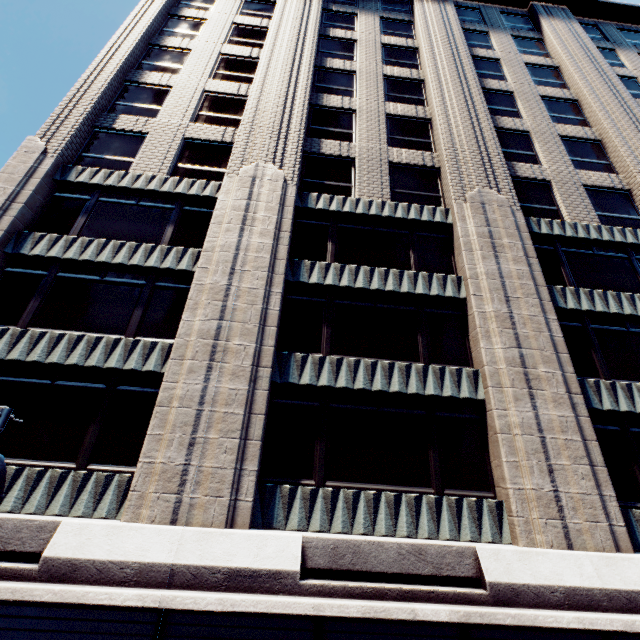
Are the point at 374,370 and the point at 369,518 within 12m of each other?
yes

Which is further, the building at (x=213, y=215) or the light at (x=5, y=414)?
the building at (x=213, y=215)

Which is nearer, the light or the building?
the light
